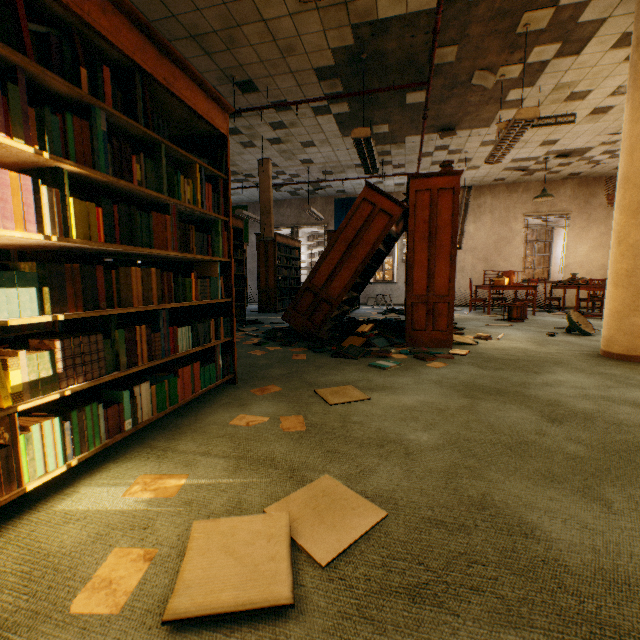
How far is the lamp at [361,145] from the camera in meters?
4.3

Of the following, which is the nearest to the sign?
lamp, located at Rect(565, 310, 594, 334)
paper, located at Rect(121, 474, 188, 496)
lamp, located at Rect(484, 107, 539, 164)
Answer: lamp, located at Rect(484, 107, 539, 164)

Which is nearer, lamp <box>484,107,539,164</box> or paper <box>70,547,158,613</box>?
paper <box>70,547,158,613</box>

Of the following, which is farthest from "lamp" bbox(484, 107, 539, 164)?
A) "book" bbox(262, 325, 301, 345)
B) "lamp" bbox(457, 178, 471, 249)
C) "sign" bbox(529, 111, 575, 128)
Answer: "book" bbox(262, 325, 301, 345)

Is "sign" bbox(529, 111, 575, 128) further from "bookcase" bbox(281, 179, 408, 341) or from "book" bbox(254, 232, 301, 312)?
"book" bbox(254, 232, 301, 312)

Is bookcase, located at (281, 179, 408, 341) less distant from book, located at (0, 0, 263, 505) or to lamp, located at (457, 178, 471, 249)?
book, located at (0, 0, 263, 505)

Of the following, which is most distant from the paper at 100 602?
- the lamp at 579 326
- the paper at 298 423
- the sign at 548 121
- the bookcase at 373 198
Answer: the sign at 548 121

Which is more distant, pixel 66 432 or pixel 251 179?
pixel 251 179
